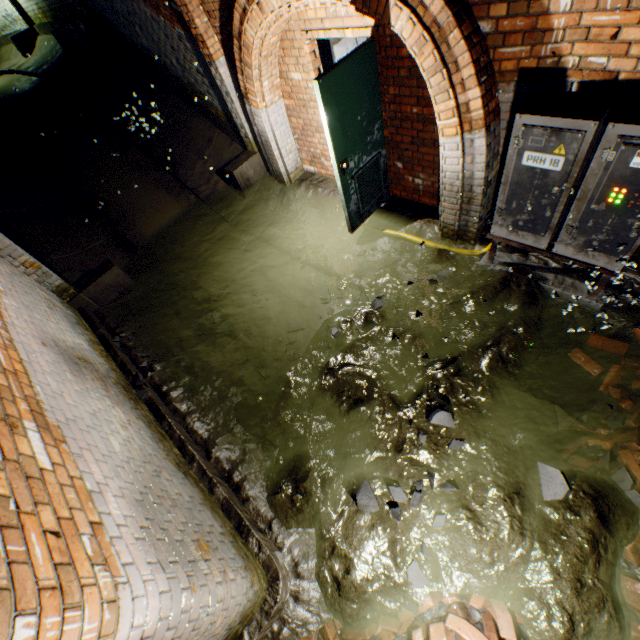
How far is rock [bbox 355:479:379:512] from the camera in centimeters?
282cm

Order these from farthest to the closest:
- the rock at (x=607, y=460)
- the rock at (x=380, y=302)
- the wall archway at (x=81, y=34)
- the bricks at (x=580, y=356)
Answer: the wall archway at (x=81, y=34)
the rock at (x=380, y=302)
the bricks at (x=580, y=356)
the rock at (x=607, y=460)

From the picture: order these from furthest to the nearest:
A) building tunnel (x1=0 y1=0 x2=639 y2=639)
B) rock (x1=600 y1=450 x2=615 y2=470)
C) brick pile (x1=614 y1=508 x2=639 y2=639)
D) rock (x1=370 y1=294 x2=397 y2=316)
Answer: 1. rock (x1=370 y1=294 x2=397 y2=316)
2. rock (x1=600 y1=450 x2=615 y2=470)
3. brick pile (x1=614 y1=508 x2=639 y2=639)
4. building tunnel (x1=0 y1=0 x2=639 y2=639)

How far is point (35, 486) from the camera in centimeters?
146cm

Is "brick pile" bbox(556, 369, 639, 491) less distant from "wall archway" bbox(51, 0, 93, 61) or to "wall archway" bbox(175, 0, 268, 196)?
"wall archway" bbox(175, 0, 268, 196)

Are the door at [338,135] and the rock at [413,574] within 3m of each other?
no

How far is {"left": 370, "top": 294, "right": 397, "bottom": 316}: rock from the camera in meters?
4.1 m

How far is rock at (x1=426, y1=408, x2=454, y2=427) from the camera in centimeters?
301cm
